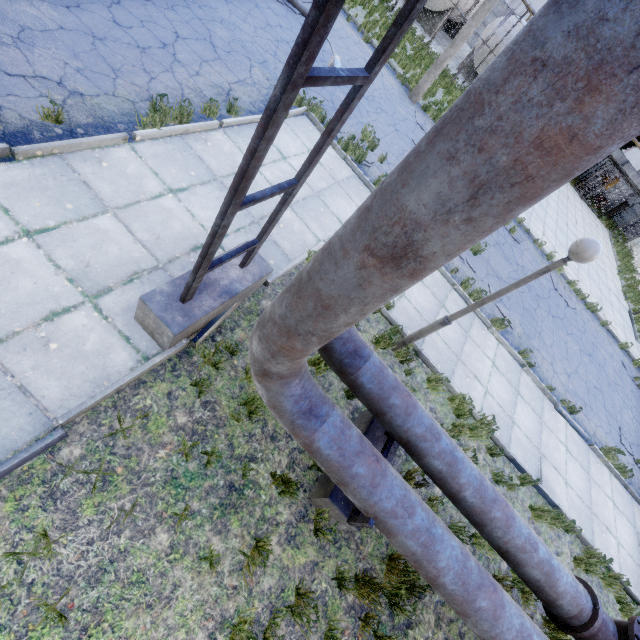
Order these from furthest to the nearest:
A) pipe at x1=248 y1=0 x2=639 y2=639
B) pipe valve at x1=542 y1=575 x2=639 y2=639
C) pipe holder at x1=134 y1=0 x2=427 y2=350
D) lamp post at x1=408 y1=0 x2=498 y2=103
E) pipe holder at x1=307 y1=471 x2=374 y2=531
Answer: lamp post at x1=408 y1=0 x2=498 y2=103 < pipe valve at x1=542 y1=575 x2=639 y2=639 < pipe holder at x1=307 y1=471 x2=374 y2=531 < pipe holder at x1=134 y1=0 x2=427 y2=350 < pipe at x1=248 y1=0 x2=639 y2=639

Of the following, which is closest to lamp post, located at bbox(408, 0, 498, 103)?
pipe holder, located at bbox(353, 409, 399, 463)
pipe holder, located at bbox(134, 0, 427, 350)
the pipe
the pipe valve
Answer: the pipe

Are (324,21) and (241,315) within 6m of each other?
yes

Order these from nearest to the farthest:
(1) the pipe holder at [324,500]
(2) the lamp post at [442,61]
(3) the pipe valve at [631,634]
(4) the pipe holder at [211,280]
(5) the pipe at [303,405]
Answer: (5) the pipe at [303,405] < (4) the pipe holder at [211,280] < (1) the pipe holder at [324,500] < (3) the pipe valve at [631,634] < (2) the lamp post at [442,61]

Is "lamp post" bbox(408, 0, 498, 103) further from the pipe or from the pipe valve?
the pipe valve

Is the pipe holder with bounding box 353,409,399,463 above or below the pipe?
below

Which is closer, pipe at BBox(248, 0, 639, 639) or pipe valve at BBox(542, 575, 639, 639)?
pipe at BBox(248, 0, 639, 639)

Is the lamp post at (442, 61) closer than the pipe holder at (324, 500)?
No
